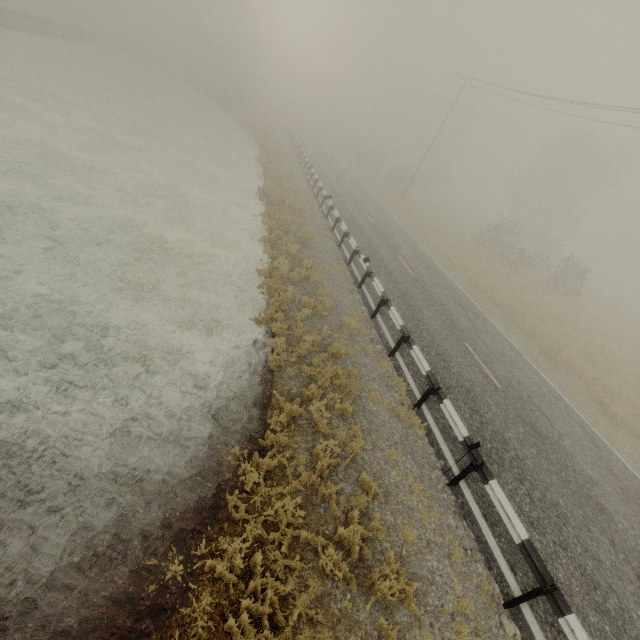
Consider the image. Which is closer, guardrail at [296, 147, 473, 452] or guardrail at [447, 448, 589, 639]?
guardrail at [447, 448, 589, 639]

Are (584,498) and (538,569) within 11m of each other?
yes

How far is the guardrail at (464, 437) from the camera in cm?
745

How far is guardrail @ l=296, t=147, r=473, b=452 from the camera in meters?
7.4 m

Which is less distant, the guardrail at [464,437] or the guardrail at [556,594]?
the guardrail at [556,594]
